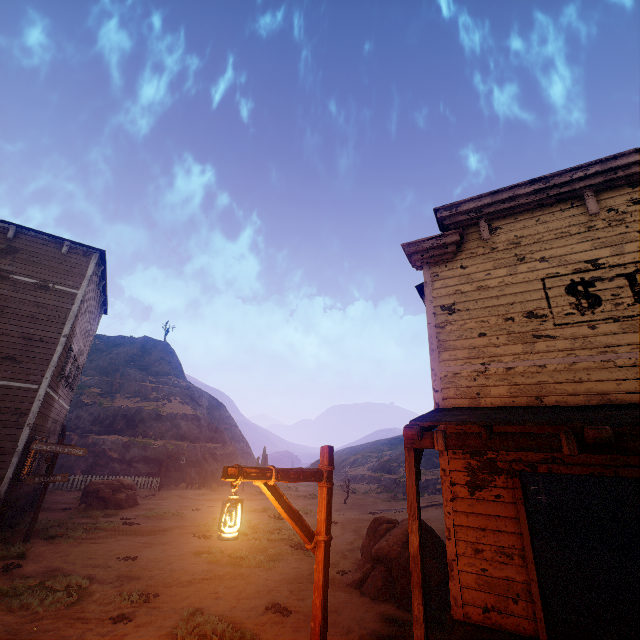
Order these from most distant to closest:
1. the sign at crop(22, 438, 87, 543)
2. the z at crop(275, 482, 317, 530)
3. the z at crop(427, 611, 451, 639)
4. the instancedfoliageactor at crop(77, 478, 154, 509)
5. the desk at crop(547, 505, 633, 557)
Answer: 1. the z at crop(275, 482, 317, 530)
2. the instancedfoliageactor at crop(77, 478, 154, 509)
3. the sign at crop(22, 438, 87, 543)
4. the desk at crop(547, 505, 633, 557)
5. the z at crop(427, 611, 451, 639)

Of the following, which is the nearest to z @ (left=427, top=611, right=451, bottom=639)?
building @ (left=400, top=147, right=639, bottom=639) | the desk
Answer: building @ (left=400, top=147, right=639, bottom=639)

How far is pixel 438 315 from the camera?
7.1m

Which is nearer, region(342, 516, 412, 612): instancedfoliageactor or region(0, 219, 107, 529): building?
region(342, 516, 412, 612): instancedfoliageactor

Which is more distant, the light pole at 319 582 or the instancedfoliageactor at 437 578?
the instancedfoliageactor at 437 578

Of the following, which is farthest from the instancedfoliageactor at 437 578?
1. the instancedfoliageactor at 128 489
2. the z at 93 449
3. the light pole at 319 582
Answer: the instancedfoliageactor at 128 489

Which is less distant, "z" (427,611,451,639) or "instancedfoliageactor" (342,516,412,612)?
"z" (427,611,451,639)

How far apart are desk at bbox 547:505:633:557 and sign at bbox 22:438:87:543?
16.49m
